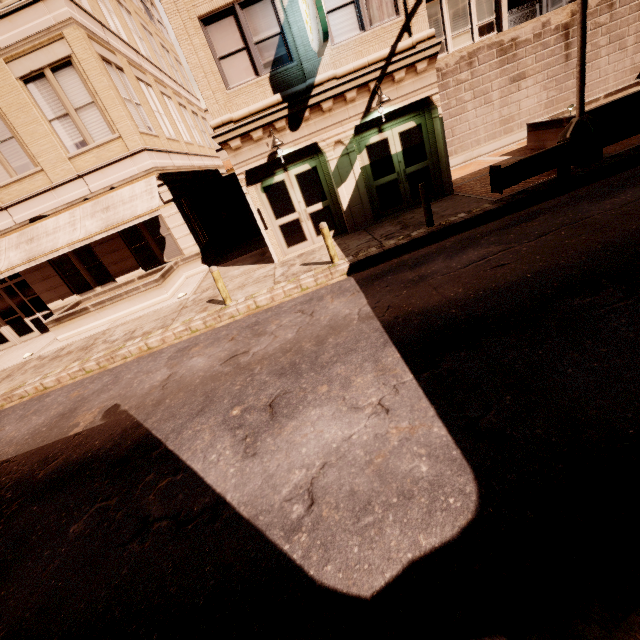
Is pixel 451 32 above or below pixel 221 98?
above

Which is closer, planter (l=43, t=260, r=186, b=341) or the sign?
the sign

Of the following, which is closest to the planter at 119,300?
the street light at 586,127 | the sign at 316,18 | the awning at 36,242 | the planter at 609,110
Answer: the awning at 36,242

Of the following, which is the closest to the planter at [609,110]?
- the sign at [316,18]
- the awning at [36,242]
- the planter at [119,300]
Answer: the sign at [316,18]

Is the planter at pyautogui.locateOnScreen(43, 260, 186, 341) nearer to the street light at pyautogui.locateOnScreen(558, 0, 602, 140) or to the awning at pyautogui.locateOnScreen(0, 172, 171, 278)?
the awning at pyautogui.locateOnScreen(0, 172, 171, 278)

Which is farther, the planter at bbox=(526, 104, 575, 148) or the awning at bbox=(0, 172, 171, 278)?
the awning at bbox=(0, 172, 171, 278)

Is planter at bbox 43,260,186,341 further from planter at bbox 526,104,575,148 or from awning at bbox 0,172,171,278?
planter at bbox 526,104,575,148

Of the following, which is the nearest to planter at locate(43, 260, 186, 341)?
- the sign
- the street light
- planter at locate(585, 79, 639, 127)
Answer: the sign
